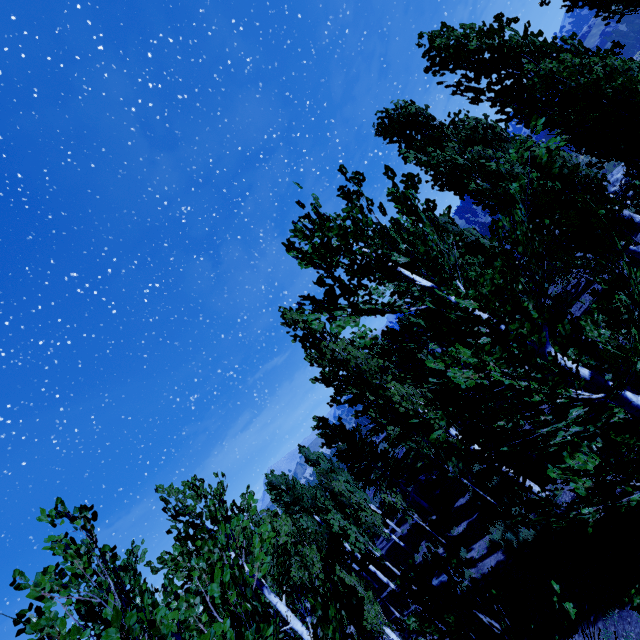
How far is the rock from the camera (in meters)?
18.14

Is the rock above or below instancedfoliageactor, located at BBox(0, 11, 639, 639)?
below

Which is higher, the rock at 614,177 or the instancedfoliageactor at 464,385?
the instancedfoliageactor at 464,385

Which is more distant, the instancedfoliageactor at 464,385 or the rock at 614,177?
the rock at 614,177

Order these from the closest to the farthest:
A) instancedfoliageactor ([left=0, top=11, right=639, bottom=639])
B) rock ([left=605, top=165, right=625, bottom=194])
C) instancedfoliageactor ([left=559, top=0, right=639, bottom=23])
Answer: instancedfoliageactor ([left=0, top=11, right=639, bottom=639]) < instancedfoliageactor ([left=559, top=0, right=639, bottom=23]) < rock ([left=605, top=165, right=625, bottom=194])

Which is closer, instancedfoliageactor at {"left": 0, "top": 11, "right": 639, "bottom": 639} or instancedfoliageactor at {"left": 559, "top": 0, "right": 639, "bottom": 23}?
instancedfoliageactor at {"left": 0, "top": 11, "right": 639, "bottom": 639}

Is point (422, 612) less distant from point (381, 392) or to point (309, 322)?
point (381, 392)
